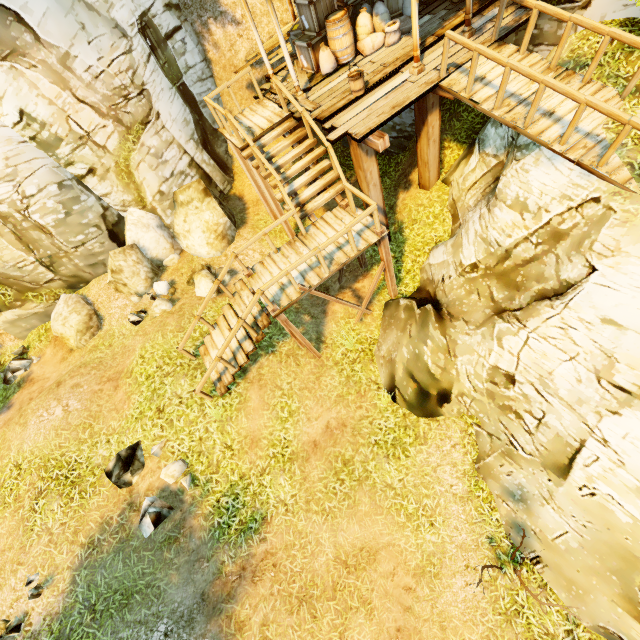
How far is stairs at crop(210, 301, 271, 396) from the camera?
8.0 meters

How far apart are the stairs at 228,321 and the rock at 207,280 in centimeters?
186cm

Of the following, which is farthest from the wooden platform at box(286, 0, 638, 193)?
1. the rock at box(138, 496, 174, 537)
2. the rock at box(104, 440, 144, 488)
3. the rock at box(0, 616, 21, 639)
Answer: the rock at box(0, 616, 21, 639)

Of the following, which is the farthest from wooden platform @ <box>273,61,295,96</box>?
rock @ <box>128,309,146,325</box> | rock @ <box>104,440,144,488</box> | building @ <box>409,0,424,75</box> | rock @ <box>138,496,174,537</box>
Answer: rock @ <box>138,496,174,537</box>

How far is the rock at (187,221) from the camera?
10.85m

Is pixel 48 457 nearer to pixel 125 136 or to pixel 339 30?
pixel 125 136

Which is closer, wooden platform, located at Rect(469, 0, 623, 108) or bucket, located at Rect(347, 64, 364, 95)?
wooden platform, located at Rect(469, 0, 623, 108)

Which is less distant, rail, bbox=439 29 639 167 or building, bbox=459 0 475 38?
rail, bbox=439 29 639 167
